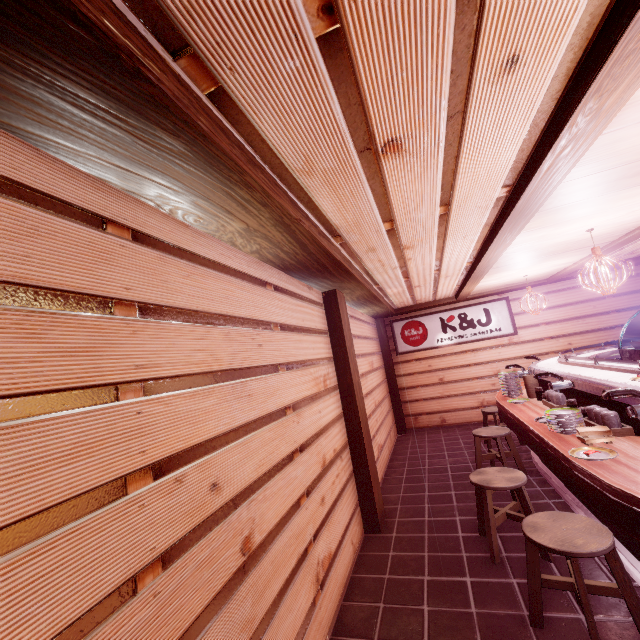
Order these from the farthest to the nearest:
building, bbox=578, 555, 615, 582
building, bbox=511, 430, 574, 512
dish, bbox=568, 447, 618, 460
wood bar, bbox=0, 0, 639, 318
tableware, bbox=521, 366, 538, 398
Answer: tableware, bbox=521, 366, 538, 398 → building, bbox=511, 430, 574, 512 → building, bbox=578, 555, 615, 582 → dish, bbox=568, 447, 618, 460 → wood bar, bbox=0, 0, 639, 318

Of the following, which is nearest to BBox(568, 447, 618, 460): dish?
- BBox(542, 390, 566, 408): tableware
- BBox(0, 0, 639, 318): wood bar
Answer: BBox(542, 390, 566, 408): tableware

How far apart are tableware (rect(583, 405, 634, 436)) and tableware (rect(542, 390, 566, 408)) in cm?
115

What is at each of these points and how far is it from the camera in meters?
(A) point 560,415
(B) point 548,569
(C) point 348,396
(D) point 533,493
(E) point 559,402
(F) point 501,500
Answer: (A) dish, 5.1 m
(B) building, 4.8 m
(C) wood pole, 6.9 m
(D) building, 7.0 m
(E) tableware, 6.6 m
(F) building, 7.0 m

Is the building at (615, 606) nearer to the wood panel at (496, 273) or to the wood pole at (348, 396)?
the wood pole at (348, 396)

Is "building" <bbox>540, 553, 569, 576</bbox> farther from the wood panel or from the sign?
the wood panel

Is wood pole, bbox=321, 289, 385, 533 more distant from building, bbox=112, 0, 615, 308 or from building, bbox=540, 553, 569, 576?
building, bbox=112, 0, 615, 308

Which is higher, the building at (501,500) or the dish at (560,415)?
the dish at (560,415)
